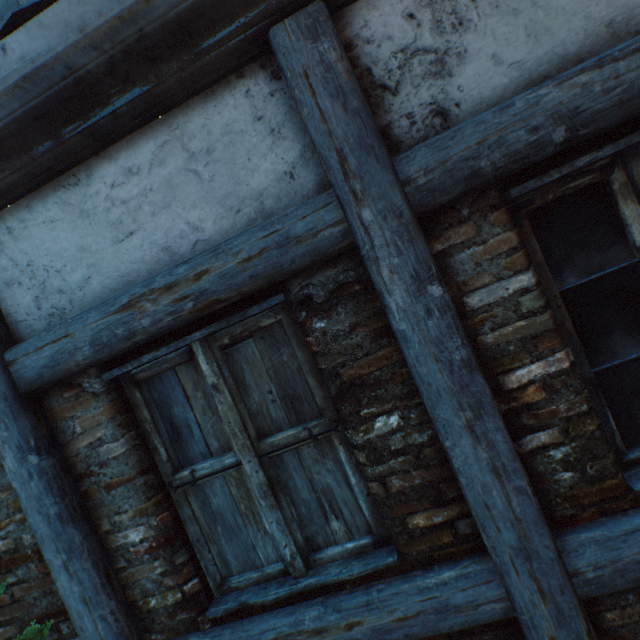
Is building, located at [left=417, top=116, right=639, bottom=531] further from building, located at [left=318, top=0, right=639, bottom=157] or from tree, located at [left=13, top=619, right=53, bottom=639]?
tree, located at [left=13, top=619, right=53, bottom=639]

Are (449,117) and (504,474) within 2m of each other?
yes

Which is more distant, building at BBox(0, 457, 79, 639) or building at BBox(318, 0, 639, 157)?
building at BBox(0, 457, 79, 639)

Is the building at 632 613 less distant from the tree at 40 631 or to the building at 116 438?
the building at 116 438

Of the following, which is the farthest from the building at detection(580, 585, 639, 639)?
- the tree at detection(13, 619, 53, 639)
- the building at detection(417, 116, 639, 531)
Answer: the tree at detection(13, 619, 53, 639)

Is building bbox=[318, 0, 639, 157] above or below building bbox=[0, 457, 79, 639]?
above

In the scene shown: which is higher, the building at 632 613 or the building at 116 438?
the building at 116 438

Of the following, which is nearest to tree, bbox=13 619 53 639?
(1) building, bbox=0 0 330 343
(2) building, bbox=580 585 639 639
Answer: (1) building, bbox=0 0 330 343
